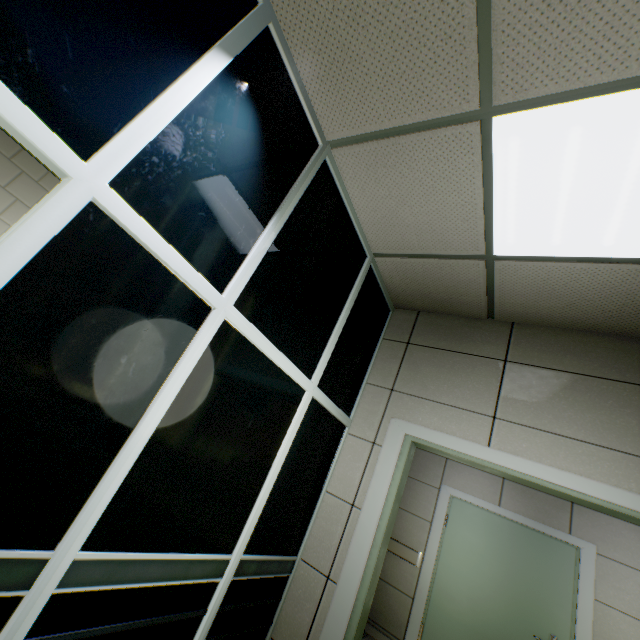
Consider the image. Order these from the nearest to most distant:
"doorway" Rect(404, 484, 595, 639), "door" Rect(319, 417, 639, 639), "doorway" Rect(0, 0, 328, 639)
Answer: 1. "doorway" Rect(0, 0, 328, 639)
2. "door" Rect(319, 417, 639, 639)
3. "doorway" Rect(404, 484, 595, 639)

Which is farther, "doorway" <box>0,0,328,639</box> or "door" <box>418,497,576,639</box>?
"door" <box>418,497,576,639</box>

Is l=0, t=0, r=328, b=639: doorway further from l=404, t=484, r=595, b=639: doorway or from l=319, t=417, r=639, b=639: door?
l=404, t=484, r=595, b=639: doorway

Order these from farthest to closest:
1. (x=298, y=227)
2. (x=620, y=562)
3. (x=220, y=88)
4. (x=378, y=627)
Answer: (x=378, y=627) → (x=620, y=562) → (x=298, y=227) → (x=220, y=88)

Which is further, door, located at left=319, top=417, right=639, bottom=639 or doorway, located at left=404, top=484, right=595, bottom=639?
doorway, located at left=404, top=484, right=595, bottom=639

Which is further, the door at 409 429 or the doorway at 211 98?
the door at 409 429

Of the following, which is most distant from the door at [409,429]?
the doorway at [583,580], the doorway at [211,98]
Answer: the doorway at [583,580]

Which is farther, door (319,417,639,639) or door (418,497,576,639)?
door (418,497,576,639)
